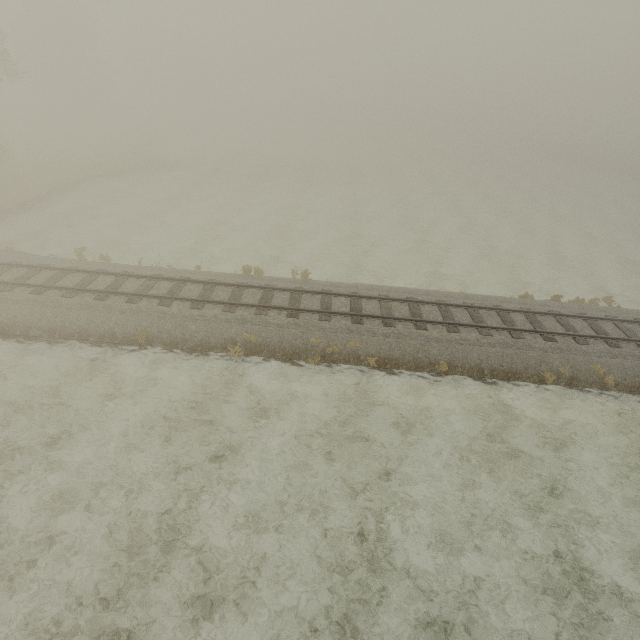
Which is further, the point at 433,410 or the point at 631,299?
the point at 631,299
